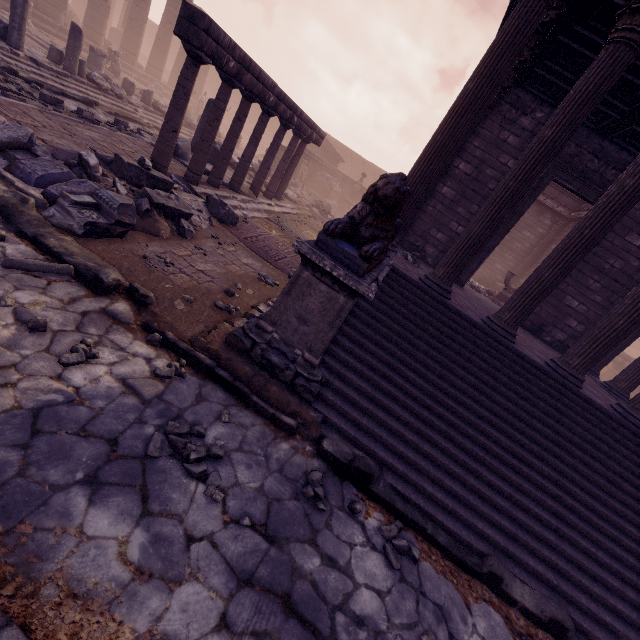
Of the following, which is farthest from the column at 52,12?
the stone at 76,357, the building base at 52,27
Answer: the stone at 76,357

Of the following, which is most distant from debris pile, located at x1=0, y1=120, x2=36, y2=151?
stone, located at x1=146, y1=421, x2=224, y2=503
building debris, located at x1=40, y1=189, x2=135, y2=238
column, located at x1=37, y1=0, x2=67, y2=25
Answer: column, located at x1=37, y1=0, x2=67, y2=25

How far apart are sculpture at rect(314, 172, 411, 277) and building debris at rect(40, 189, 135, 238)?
3.0 meters

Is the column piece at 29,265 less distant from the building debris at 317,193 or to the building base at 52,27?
the building base at 52,27

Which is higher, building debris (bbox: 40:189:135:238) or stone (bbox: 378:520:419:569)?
building debris (bbox: 40:189:135:238)

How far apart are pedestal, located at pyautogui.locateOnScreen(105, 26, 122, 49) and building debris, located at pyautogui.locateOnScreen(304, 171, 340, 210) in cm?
1672

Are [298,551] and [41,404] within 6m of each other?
yes

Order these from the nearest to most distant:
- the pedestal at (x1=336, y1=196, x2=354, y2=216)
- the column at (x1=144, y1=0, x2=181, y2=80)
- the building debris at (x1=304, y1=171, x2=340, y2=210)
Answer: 1. the column at (x1=144, y1=0, x2=181, y2=80)
2. the building debris at (x1=304, y1=171, x2=340, y2=210)
3. the pedestal at (x1=336, y1=196, x2=354, y2=216)
